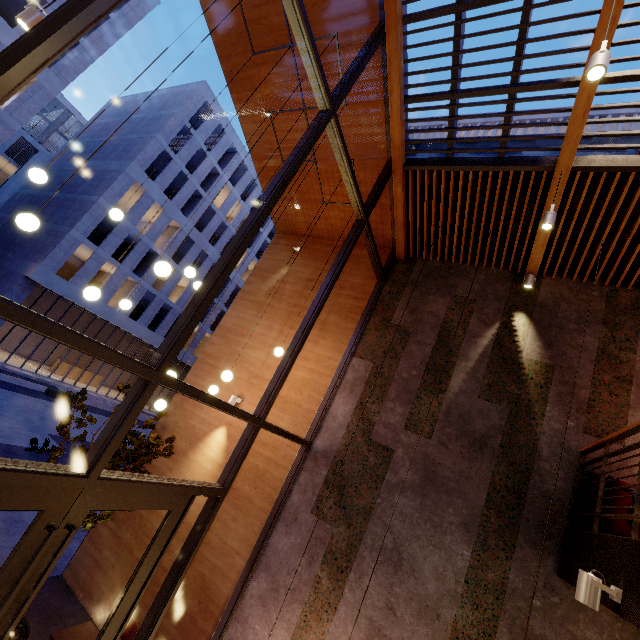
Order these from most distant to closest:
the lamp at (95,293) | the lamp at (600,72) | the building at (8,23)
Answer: the building at (8,23) → the lamp at (95,293) → the lamp at (600,72)

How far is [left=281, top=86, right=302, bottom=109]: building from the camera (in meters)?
6.59

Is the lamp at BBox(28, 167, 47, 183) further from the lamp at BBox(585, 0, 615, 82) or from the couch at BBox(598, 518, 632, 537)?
the couch at BBox(598, 518, 632, 537)

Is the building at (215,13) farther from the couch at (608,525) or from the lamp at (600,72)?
the lamp at (600,72)

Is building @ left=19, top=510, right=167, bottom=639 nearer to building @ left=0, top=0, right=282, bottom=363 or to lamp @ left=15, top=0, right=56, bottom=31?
lamp @ left=15, top=0, right=56, bottom=31

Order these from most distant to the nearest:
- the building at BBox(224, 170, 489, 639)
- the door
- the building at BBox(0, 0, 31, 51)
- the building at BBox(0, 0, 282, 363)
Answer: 1. the building at BBox(0, 0, 282, 363)
2. the building at BBox(0, 0, 31, 51)
3. the building at BBox(224, 170, 489, 639)
4. the door

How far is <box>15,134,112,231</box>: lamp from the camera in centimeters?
342cm

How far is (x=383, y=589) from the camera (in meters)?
4.85
